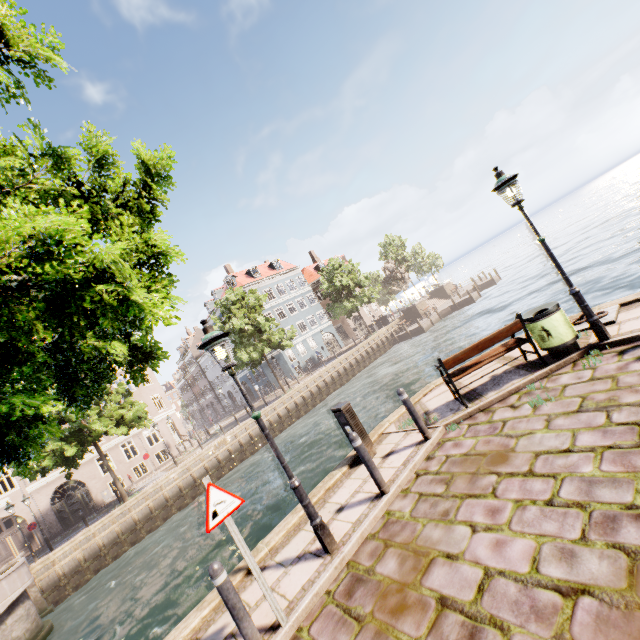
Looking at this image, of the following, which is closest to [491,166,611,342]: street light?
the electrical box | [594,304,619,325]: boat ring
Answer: [594,304,619,325]: boat ring

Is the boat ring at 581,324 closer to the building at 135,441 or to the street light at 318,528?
the street light at 318,528

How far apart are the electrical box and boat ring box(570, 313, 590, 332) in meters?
4.9

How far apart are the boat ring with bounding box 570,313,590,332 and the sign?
7.4m

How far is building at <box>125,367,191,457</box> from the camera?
A: 31.4 meters

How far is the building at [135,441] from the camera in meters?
28.6

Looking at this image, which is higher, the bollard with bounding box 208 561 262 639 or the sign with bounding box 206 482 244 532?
the sign with bounding box 206 482 244 532

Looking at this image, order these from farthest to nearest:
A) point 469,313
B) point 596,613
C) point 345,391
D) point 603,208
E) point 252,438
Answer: point 603,208 < point 469,313 < point 345,391 < point 252,438 < point 596,613
